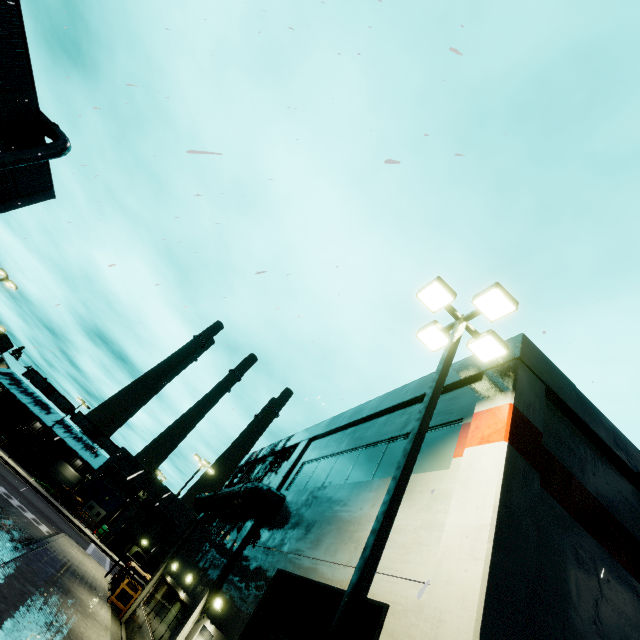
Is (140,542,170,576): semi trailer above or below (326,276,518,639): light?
below

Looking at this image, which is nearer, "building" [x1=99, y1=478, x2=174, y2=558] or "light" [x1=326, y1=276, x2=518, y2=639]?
"light" [x1=326, y1=276, x2=518, y2=639]

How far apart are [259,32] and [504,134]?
5.9 meters

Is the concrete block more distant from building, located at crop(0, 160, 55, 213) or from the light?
the light

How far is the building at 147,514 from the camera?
42.19m

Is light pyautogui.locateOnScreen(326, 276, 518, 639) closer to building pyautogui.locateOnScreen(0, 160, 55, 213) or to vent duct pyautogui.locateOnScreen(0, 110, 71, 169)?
building pyautogui.locateOnScreen(0, 160, 55, 213)

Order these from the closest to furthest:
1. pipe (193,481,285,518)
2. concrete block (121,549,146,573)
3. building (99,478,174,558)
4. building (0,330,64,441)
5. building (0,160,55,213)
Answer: pipe (193,481,285,518), building (0,160,55,213), concrete block (121,549,146,573), building (99,478,174,558), building (0,330,64,441)

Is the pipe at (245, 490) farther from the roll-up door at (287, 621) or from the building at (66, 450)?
the roll-up door at (287, 621)
